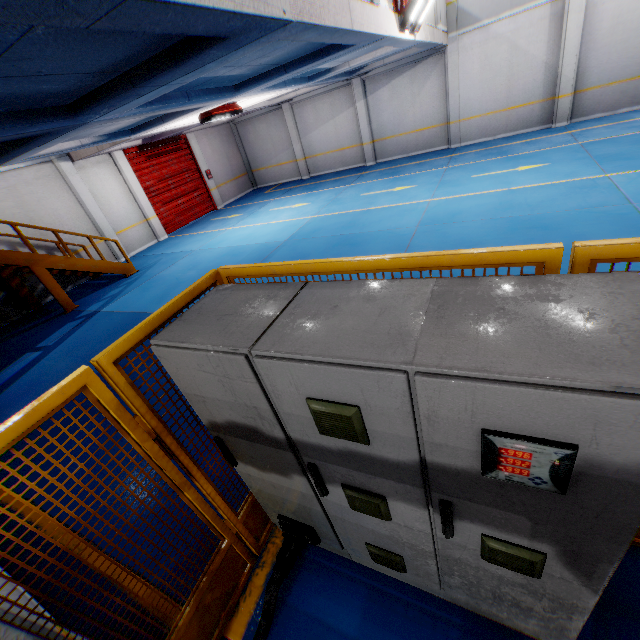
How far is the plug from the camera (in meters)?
2.27

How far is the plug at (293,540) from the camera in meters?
2.3 m

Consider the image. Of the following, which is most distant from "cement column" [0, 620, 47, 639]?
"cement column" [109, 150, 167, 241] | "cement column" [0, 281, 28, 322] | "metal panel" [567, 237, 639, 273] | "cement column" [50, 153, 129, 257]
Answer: "cement column" [109, 150, 167, 241]

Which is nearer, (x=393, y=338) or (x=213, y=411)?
(x=393, y=338)

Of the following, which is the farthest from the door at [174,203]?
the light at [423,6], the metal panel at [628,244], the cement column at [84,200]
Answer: the metal panel at [628,244]

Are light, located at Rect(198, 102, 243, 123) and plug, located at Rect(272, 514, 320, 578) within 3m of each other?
no

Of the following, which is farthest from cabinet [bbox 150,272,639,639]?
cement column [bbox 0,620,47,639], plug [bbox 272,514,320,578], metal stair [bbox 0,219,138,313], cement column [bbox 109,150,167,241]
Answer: cement column [bbox 109,150,167,241]

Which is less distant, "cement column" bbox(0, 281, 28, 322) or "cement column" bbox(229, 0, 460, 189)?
"cement column" bbox(0, 281, 28, 322)
